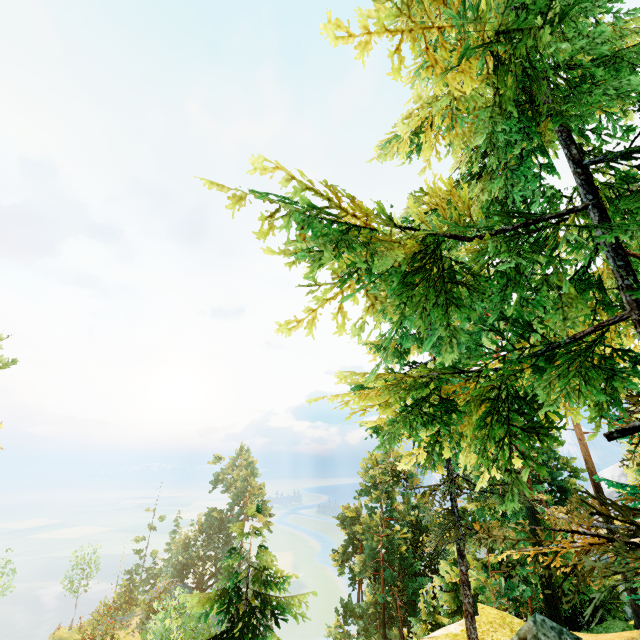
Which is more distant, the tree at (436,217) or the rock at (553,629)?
the rock at (553,629)

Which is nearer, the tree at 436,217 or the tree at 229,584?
the tree at 436,217

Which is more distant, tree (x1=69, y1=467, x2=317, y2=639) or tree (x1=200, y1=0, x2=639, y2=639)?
tree (x1=69, y1=467, x2=317, y2=639)

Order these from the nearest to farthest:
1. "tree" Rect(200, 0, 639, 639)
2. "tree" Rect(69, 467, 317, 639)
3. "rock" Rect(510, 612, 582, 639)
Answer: "tree" Rect(200, 0, 639, 639)
"rock" Rect(510, 612, 582, 639)
"tree" Rect(69, 467, 317, 639)

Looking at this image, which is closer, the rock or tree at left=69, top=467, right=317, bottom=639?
the rock

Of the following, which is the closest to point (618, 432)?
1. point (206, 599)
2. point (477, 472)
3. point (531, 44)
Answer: point (531, 44)
